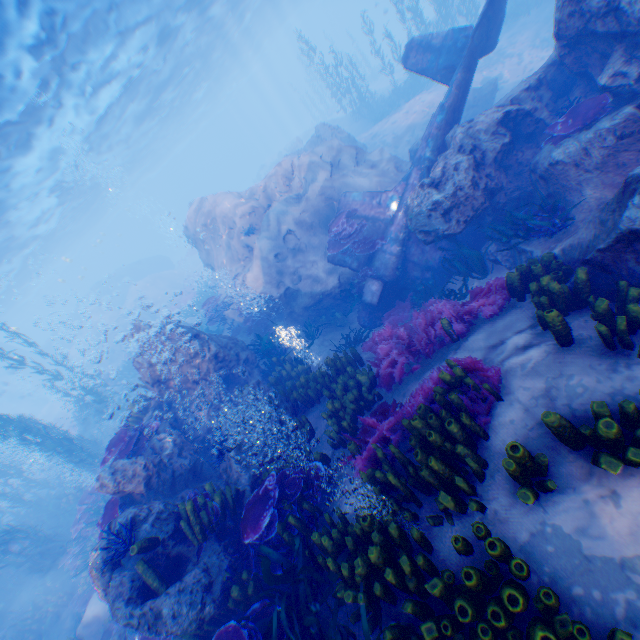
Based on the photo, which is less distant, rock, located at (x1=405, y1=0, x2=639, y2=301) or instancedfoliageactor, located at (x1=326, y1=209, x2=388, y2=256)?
rock, located at (x1=405, y1=0, x2=639, y2=301)

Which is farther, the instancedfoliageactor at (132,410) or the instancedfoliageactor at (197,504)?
the instancedfoliageactor at (132,410)

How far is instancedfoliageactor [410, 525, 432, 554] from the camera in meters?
3.5 m

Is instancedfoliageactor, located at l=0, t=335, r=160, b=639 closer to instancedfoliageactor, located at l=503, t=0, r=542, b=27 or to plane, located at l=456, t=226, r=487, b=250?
plane, located at l=456, t=226, r=487, b=250

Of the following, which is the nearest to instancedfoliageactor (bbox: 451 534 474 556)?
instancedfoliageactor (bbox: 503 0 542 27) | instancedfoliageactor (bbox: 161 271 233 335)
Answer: instancedfoliageactor (bbox: 161 271 233 335)

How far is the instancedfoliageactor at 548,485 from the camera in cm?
330

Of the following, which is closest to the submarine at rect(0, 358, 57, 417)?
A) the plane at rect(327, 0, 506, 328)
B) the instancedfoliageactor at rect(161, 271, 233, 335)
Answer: the instancedfoliageactor at rect(161, 271, 233, 335)

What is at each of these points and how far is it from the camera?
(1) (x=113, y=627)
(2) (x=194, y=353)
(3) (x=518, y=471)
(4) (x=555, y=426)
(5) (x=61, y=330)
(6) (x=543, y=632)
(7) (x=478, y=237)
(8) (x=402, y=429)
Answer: (1) instancedfoliageactor, 9.14m
(2) rock, 9.81m
(3) instancedfoliageactor, 3.31m
(4) instancedfoliageactor, 3.41m
(5) submarine, 41.06m
(6) instancedfoliageactor, 2.53m
(7) plane, 9.31m
(8) instancedfoliageactor, 5.37m
